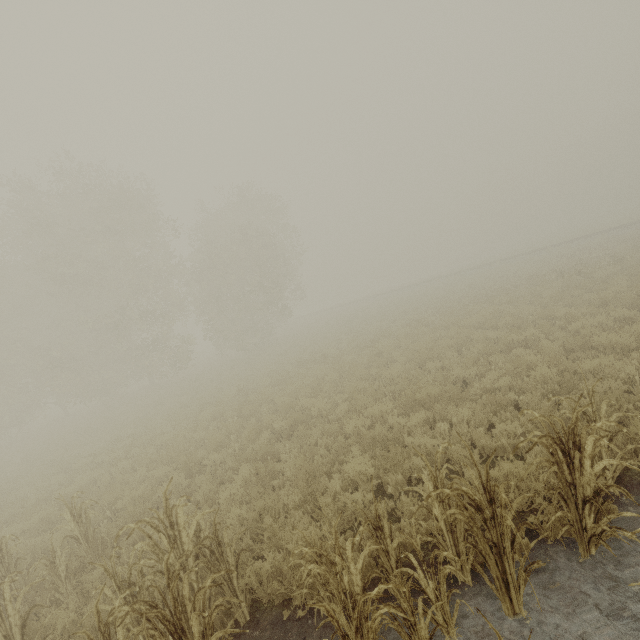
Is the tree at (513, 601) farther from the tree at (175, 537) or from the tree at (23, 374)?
the tree at (23, 374)

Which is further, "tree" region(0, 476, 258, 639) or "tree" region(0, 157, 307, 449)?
"tree" region(0, 157, 307, 449)

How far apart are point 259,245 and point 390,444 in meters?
25.8

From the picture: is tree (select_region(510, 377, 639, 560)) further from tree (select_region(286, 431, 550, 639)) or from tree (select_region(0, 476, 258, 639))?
tree (select_region(0, 476, 258, 639))

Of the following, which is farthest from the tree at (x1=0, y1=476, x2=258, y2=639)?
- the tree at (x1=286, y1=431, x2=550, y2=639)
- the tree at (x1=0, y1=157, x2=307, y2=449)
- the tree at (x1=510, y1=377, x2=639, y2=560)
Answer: the tree at (x1=0, y1=157, x2=307, y2=449)

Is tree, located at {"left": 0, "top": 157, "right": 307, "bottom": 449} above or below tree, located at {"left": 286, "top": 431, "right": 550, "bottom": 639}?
above

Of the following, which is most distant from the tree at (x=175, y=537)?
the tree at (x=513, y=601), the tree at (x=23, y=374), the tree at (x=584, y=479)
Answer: the tree at (x=23, y=374)
